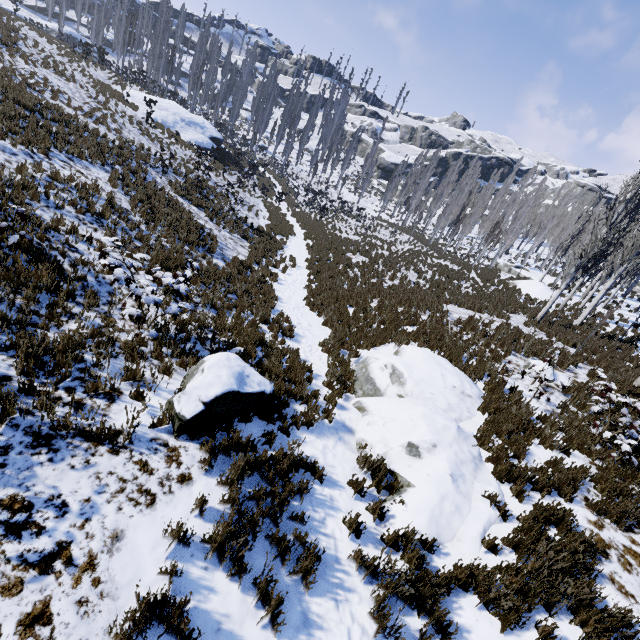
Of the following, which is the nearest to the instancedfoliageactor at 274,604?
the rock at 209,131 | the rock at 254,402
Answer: the rock at 209,131

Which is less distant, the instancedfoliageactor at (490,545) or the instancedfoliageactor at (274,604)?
the instancedfoliageactor at (274,604)

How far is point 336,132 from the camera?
57.44m

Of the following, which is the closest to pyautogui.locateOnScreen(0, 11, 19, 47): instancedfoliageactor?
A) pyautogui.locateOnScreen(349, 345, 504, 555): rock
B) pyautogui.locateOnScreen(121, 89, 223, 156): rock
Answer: pyautogui.locateOnScreen(121, 89, 223, 156): rock

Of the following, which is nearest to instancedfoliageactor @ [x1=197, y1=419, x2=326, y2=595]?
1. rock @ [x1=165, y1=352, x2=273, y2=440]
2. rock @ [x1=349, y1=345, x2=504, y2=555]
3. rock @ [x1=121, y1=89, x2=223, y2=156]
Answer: rock @ [x1=121, y1=89, x2=223, y2=156]

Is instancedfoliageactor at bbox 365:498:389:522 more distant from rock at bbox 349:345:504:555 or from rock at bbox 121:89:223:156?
rock at bbox 349:345:504:555

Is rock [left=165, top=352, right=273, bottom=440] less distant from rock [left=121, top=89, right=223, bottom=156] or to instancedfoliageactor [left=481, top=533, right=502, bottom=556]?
instancedfoliageactor [left=481, top=533, right=502, bottom=556]

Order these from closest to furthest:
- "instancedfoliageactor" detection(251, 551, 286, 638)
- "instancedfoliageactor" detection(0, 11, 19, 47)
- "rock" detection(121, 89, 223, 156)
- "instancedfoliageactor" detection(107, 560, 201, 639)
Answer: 1. "instancedfoliageactor" detection(107, 560, 201, 639)
2. "instancedfoliageactor" detection(251, 551, 286, 638)
3. "instancedfoliageactor" detection(0, 11, 19, 47)
4. "rock" detection(121, 89, 223, 156)
